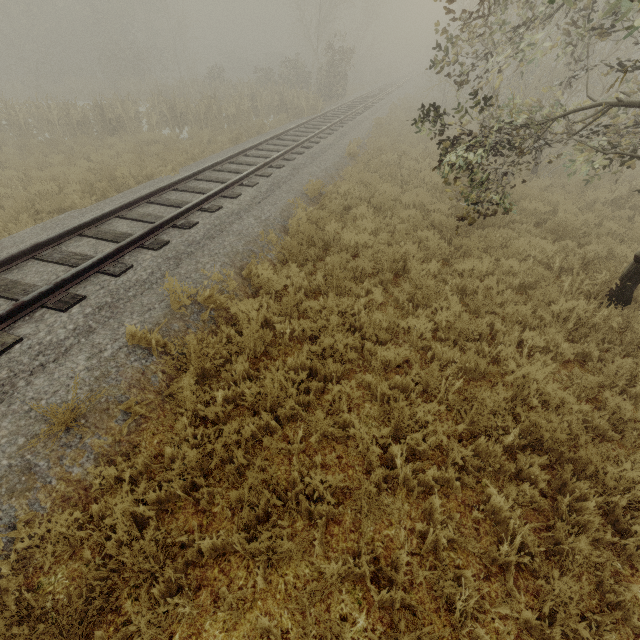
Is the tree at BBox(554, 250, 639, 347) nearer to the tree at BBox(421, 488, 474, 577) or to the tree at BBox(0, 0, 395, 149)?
the tree at BBox(421, 488, 474, 577)

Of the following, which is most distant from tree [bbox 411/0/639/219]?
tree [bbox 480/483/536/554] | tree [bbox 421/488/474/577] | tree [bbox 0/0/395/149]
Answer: tree [bbox 0/0/395/149]

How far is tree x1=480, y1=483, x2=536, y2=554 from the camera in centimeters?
301cm

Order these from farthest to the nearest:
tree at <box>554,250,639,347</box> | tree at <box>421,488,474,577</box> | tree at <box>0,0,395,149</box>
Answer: tree at <box>0,0,395,149</box> < tree at <box>554,250,639,347</box> < tree at <box>421,488,474,577</box>

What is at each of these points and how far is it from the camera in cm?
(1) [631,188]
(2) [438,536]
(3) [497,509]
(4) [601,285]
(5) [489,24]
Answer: (1) tree, 1013
(2) tree, 300
(3) tree, 330
(4) tree, 599
(5) tree, 2173

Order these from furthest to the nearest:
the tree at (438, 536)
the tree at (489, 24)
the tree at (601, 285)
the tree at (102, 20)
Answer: the tree at (102, 20) < the tree at (489, 24) < the tree at (601, 285) < the tree at (438, 536)

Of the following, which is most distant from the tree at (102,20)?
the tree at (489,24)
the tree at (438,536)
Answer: the tree at (438,536)
